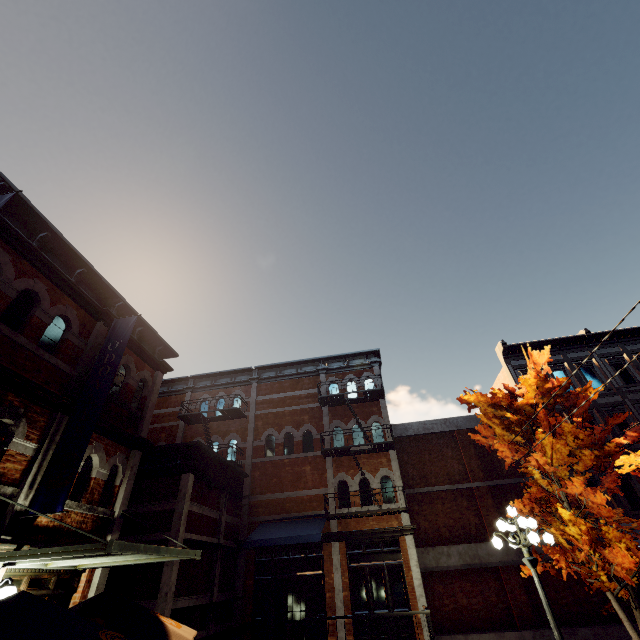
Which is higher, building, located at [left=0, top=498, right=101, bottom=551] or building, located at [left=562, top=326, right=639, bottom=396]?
building, located at [left=562, top=326, right=639, bottom=396]

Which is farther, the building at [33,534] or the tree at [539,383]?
the tree at [539,383]

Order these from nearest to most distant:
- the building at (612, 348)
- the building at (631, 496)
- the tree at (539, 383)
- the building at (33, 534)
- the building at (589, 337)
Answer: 1. the building at (33, 534)
2. the tree at (539, 383)
3. the building at (631, 496)
4. the building at (612, 348)
5. the building at (589, 337)

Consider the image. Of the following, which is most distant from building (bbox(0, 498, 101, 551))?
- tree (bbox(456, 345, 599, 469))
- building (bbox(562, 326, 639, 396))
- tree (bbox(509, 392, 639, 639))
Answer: building (bbox(562, 326, 639, 396))

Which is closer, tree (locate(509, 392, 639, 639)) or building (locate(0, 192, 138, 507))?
building (locate(0, 192, 138, 507))

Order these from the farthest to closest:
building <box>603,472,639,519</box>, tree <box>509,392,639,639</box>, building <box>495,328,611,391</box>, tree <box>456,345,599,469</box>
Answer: building <box>495,328,611,391</box> → building <box>603,472,639,519</box> → tree <box>456,345,599,469</box> → tree <box>509,392,639,639</box>

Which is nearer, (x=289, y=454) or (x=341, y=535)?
(x=341, y=535)

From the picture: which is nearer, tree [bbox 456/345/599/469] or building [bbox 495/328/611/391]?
tree [bbox 456/345/599/469]
